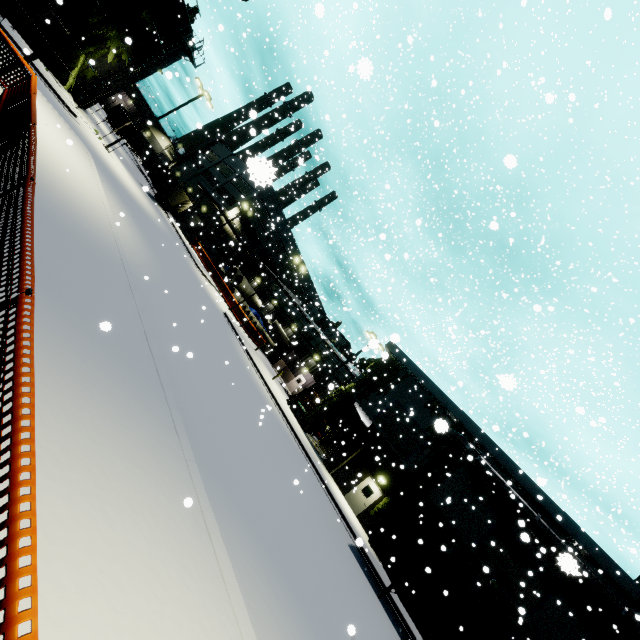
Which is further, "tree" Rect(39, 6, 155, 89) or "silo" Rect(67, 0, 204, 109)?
"silo" Rect(67, 0, 204, 109)

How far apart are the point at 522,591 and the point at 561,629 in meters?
2.1 m

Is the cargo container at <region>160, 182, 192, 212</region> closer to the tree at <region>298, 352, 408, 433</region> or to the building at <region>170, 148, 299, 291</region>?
the tree at <region>298, 352, 408, 433</region>

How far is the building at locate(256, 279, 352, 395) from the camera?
40.00m

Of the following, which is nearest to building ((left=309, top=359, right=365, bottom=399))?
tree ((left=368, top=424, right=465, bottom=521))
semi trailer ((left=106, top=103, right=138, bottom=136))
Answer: tree ((left=368, top=424, right=465, bottom=521))

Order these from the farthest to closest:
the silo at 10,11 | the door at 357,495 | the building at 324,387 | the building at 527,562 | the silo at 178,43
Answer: the building at 324,387, the silo at 178,43, the door at 357,495, the silo at 10,11, the building at 527,562

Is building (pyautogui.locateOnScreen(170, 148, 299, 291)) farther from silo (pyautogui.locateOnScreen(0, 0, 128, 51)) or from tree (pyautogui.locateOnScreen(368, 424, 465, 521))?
silo (pyautogui.locateOnScreen(0, 0, 128, 51))

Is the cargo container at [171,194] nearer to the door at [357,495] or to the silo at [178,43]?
the silo at [178,43]
